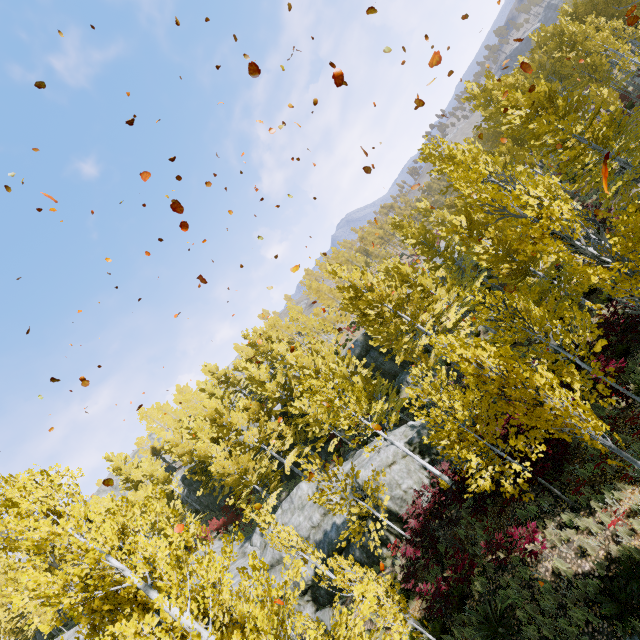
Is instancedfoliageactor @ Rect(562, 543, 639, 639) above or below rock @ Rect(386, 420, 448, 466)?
below

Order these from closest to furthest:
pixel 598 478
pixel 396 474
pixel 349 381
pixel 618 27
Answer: pixel 598 478, pixel 396 474, pixel 618 27, pixel 349 381

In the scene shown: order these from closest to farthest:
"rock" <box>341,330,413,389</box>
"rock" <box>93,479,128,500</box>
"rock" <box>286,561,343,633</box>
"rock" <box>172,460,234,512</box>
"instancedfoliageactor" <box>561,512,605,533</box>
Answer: "instancedfoliageactor" <box>561,512,605,533</box>, "rock" <box>286,561,343,633</box>, "rock" <box>341,330,413,389</box>, "rock" <box>172,460,234,512</box>, "rock" <box>93,479,128,500</box>

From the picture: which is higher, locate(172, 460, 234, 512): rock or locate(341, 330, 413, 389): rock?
locate(172, 460, 234, 512): rock

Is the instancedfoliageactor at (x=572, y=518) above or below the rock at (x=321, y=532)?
below

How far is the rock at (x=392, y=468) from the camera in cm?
1584

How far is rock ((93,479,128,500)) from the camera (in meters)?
57.85
